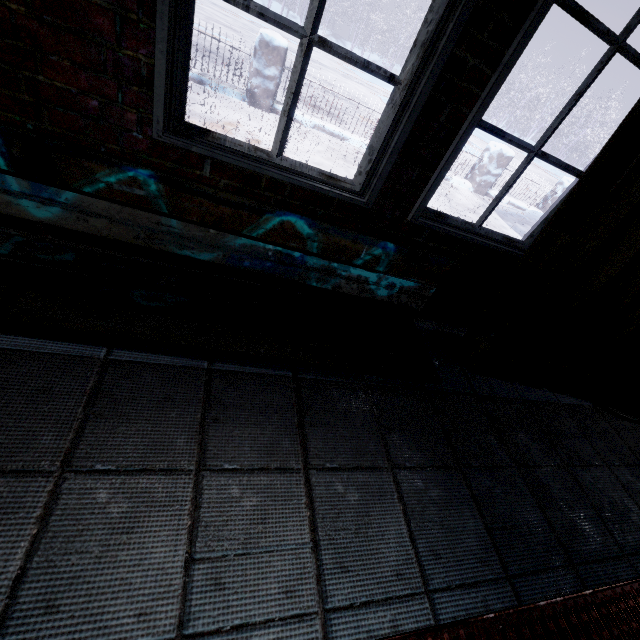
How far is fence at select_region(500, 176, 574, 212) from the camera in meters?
7.3 m

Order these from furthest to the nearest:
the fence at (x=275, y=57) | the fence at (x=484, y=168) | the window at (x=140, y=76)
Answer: the fence at (x=484, y=168) < the fence at (x=275, y=57) < the window at (x=140, y=76)

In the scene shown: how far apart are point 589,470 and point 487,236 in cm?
134

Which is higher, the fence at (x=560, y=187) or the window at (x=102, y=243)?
the fence at (x=560, y=187)

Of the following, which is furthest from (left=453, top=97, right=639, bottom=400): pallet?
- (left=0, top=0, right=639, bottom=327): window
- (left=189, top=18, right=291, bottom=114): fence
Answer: (left=189, top=18, right=291, bottom=114): fence

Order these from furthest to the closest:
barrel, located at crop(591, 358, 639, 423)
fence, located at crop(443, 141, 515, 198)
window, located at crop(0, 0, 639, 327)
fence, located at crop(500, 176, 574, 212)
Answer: fence, located at crop(500, 176, 574, 212), fence, located at crop(443, 141, 515, 198), barrel, located at crop(591, 358, 639, 423), window, located at crop(0, 0, 639, 327)

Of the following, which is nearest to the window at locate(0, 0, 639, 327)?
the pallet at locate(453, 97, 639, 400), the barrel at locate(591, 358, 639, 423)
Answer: the pallet at locate(453, 97, 639, 400)

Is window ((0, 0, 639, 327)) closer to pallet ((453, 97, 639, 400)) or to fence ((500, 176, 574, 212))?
pallet ((453, 97, 639, 400))
